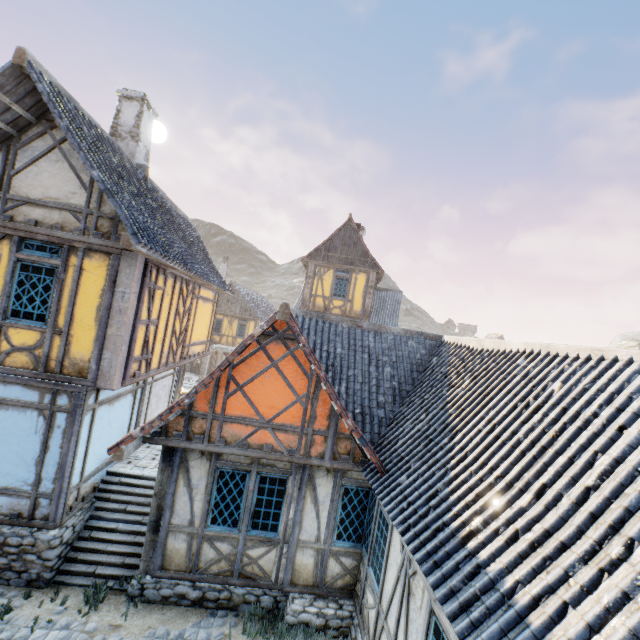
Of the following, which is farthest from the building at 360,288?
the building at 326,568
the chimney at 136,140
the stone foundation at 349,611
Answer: the chimney at 136,140

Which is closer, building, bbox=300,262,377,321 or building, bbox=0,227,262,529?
building, bbox=0,227,262,529

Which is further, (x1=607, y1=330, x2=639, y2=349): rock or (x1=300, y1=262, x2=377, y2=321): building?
(x1=607, y1=330, x2=639, y2=349): rock

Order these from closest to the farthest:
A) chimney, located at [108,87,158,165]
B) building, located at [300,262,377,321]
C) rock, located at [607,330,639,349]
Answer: chimney, located at [108,87,158,165]
building, located at [300,262,377,321]
rock, located at [607,330,639,349]

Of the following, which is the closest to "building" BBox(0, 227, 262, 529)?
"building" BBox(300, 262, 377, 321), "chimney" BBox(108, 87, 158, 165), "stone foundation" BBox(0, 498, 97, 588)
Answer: "stone foundation" BBox(0, 498, 97, 588)

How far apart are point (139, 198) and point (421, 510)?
9.26m

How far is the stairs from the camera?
6.74m

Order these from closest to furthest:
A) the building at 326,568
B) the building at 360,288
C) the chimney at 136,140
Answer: the building at 326,568 < the chimney at 136,140 < the building at 360,288
